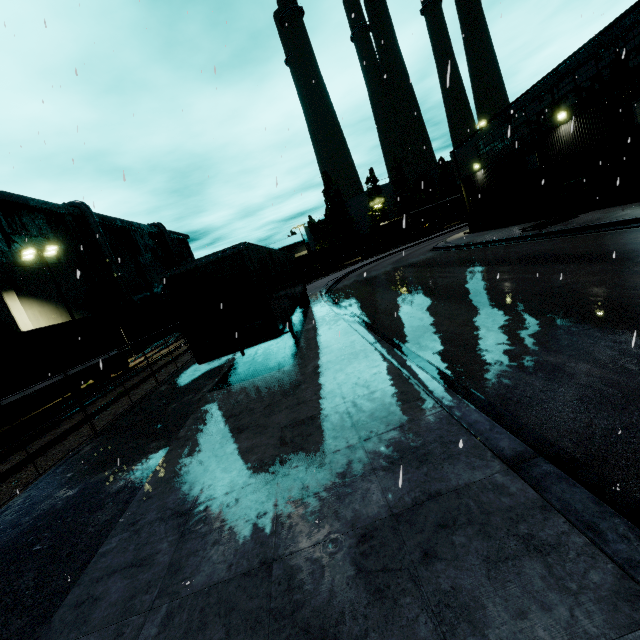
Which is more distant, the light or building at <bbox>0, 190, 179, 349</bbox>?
building at <bbox>0, 190, 179, 349</bbox>

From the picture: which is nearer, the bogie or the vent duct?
the bogie

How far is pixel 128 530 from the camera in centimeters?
441cm

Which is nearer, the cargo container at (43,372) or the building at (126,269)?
the cargo container at (43,372)

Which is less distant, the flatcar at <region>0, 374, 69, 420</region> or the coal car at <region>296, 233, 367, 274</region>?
the flatcar at <region>0, 374, 69, 420</region>

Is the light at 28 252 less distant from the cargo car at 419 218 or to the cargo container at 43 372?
the cargo container at 43 372

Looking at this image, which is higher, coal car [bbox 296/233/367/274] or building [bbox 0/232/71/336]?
building [bbox 0/232/71/336]

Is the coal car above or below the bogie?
above
